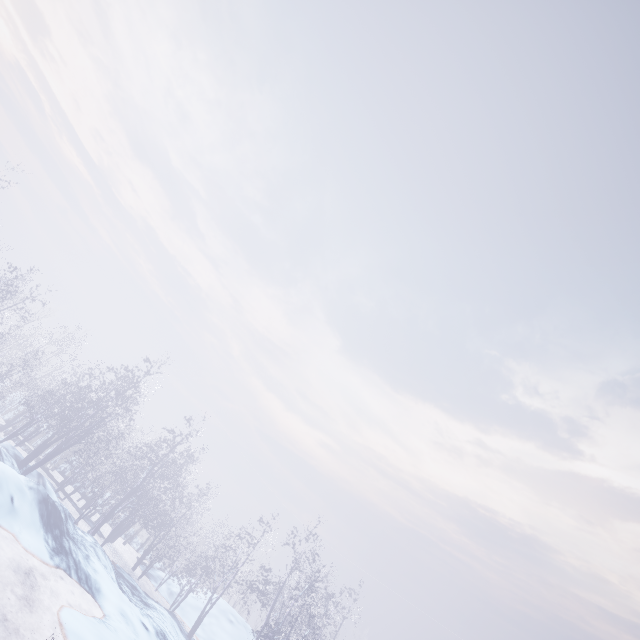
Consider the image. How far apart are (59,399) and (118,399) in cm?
265
